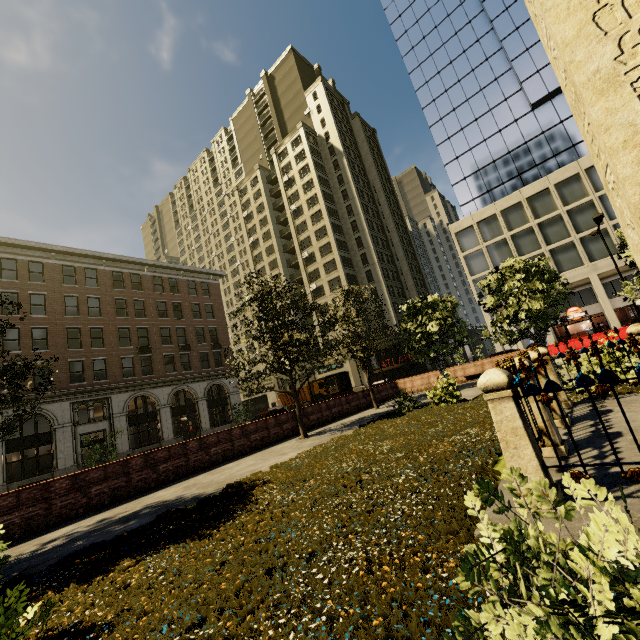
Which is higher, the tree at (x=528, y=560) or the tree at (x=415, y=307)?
the tree at (x=415, y=307)

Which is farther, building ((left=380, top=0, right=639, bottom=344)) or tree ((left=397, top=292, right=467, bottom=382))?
building ((left=380, top=0, right=639, bottom=344))

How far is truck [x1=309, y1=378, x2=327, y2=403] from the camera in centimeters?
3819cm

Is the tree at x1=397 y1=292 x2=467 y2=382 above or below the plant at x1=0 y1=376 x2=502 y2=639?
above

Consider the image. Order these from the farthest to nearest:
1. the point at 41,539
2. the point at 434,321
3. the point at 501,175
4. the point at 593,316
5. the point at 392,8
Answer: the point at 392,8
the point at 593,316
the point at 501,175
the point at 434,321
the point at 41,539

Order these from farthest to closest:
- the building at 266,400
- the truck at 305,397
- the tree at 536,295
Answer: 1. the building at 266,400
2. the truck at 305,397
3. the tree at 536,295

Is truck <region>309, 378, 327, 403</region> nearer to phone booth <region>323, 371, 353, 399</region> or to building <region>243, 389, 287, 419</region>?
building <region>243, 389, 287, 419</region>
